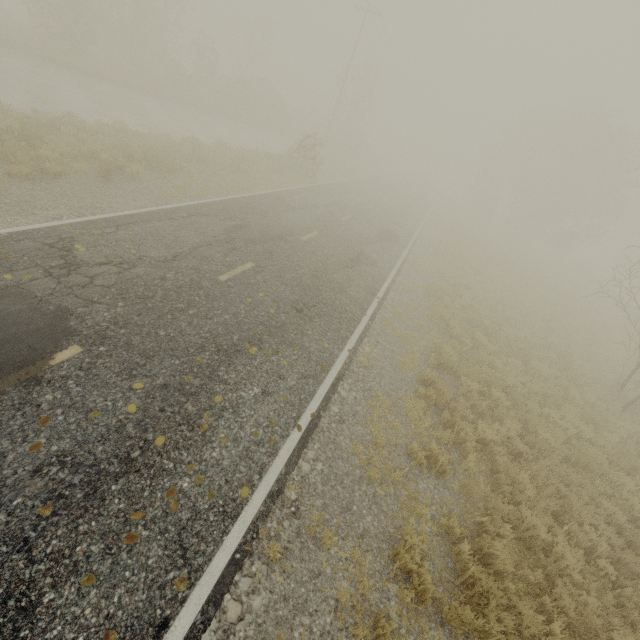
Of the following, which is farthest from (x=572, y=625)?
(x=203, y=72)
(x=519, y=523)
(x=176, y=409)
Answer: (x=203, y=72)
